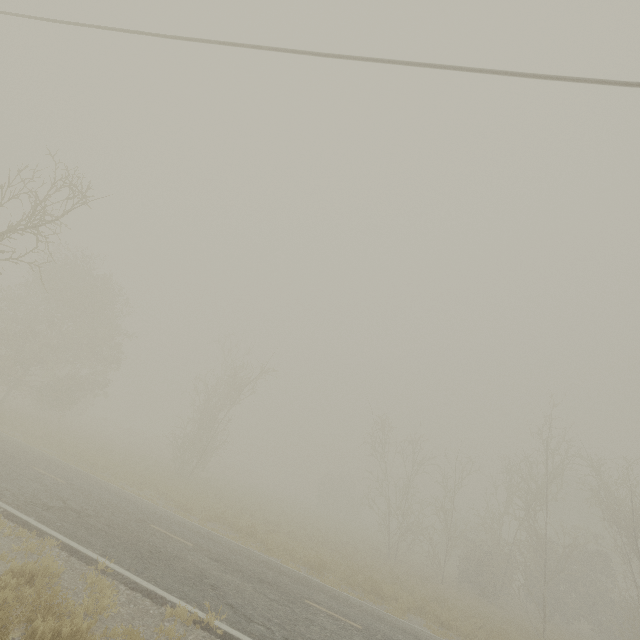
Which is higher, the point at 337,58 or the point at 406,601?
→ the point at 337,58

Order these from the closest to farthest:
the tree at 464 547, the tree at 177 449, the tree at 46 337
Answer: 1. the tree at 46 337
2. the tree at 464 547
3. the tree at 177 449

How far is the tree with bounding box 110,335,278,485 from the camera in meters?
26.5

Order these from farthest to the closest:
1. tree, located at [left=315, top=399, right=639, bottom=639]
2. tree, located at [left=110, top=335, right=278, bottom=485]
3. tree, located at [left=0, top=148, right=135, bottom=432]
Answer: tree, located at [left=110, top=335, right=278, bottom=485] → tree, located at [left=315, top=399, right=639, bottom=639] → tree, located at [left=0, top=148, right=135, bottom=432]

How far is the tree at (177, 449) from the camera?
26.5m

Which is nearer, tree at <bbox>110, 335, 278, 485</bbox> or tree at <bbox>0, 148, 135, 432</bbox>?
tree at <bbox>0, 148, 135, 432</bbox>

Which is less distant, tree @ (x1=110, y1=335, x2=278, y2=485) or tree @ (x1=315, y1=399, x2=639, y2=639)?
tree @ (x1=315, y1=399, x2=639, y2=639)
